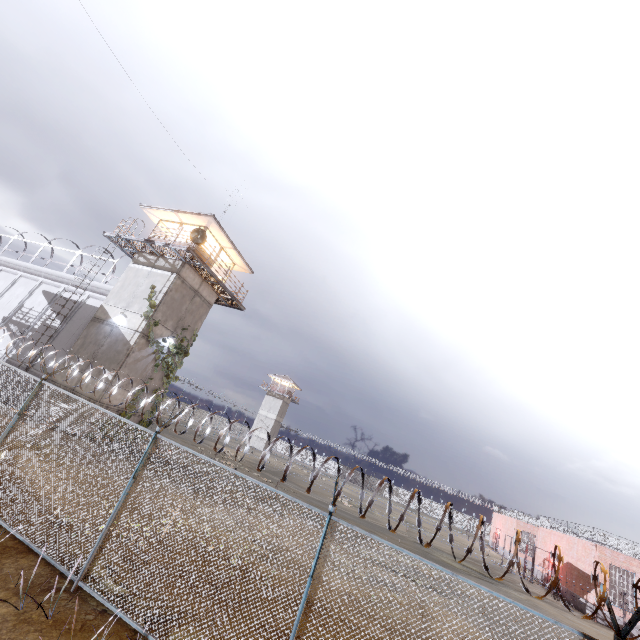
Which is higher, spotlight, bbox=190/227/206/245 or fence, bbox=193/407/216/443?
spotlight, bbox=190/227/206/245

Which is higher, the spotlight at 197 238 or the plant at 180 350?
the spotlight at 197 238

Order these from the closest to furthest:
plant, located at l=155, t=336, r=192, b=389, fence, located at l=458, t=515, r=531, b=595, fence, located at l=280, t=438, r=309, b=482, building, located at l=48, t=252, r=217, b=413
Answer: fence, located at l=458, t=515, r=531, b=595 → fence, located at l=280, t=438, r=309, b=482 → building, located at l=48, t=252, r=217, b=413 → plant, located at l=155, t=336, r=192, b=389

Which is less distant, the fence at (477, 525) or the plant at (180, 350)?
the fence at (477, 525)

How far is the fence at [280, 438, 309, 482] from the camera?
5.6m

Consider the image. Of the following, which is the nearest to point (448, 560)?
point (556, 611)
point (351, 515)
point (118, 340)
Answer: point (556, 611)
